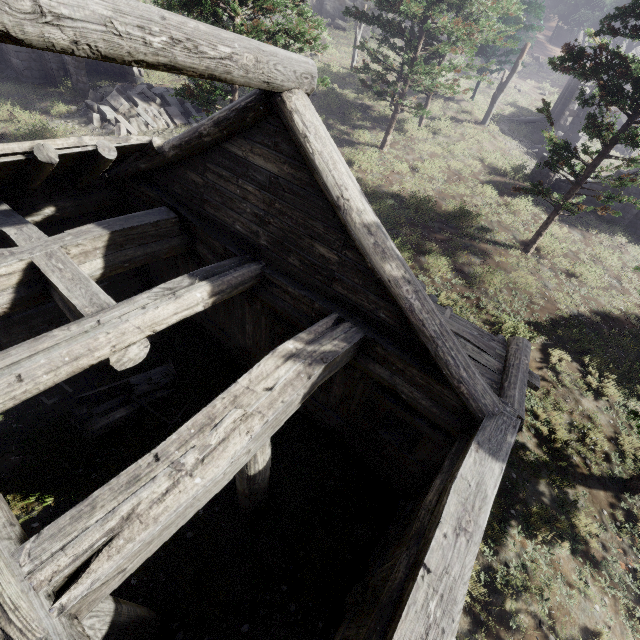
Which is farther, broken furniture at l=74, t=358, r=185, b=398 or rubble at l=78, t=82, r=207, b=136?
rubble at l=78, t=82, r=207, b=136

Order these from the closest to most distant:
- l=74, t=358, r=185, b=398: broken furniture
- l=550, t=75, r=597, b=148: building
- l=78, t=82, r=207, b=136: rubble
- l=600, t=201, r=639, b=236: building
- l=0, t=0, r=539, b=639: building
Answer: l=0, t=0, r=539, b=639: building → l=74, t=358, r=185, b=398: broken furniture → l=78, t=82, r=207, b=136: rubble → l=600, t=201, r=639, b=236: building → l=550, t=75, r=597, b=148: building

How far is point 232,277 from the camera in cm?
511

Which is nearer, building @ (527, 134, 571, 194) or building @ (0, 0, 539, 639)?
building @ (0, 0, 539, 639)

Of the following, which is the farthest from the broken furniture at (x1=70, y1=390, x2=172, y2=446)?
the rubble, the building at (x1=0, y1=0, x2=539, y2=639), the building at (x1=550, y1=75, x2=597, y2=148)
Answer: the building at (x1=550, y1=75, x2=597, y2=148)

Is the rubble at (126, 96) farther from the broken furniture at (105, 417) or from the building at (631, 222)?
the building at (631, 222)

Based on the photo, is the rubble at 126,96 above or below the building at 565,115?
below

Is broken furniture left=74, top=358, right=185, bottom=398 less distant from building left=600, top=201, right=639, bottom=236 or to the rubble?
the rubble
